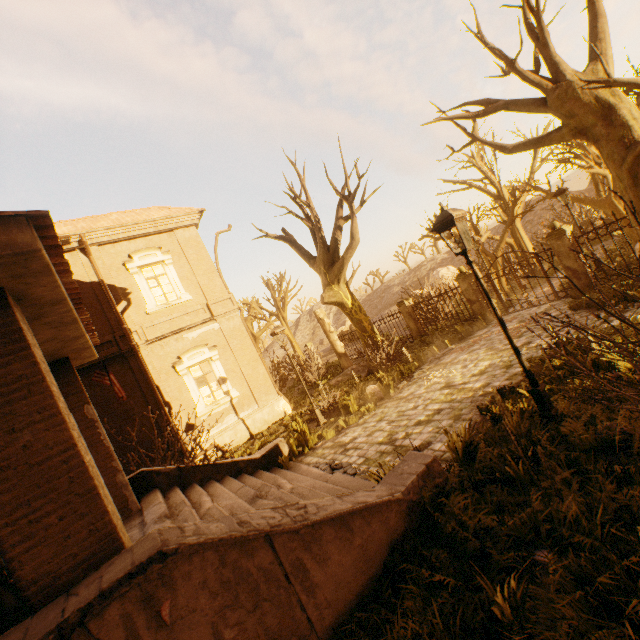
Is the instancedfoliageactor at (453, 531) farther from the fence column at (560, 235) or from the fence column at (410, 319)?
the fence column at (410, 319)

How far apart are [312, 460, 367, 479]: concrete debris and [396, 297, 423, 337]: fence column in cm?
1148

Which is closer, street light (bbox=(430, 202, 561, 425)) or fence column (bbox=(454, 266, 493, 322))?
street light (bbox=(430, 202, 561, 425))

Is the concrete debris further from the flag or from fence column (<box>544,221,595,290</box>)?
fence column (<box>544,221,595,290</box>)

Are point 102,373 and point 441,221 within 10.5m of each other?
yes

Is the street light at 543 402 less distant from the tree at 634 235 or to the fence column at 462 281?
the fence column at 462 281

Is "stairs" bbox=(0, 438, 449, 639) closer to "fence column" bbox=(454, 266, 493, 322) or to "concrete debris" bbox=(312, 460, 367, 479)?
"concrete debris" bbox=(312, 460, 367, 479)

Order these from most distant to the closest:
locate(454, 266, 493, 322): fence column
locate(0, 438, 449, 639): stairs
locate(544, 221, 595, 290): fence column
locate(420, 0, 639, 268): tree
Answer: locate(454, 266, 493, 322): fence column
locate(544, 221, 595, 290): fence column
locate(420, 0, 639, 268): tree
locate(0, 438, 449, 639): stairs
